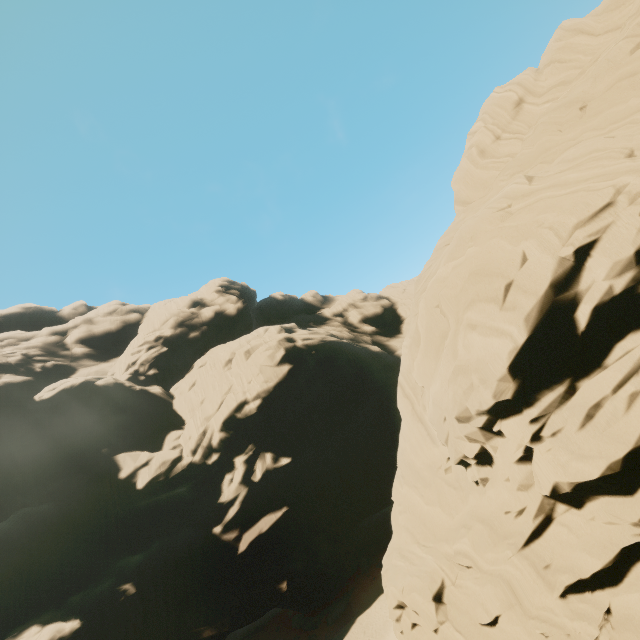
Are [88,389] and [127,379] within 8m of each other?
yes
